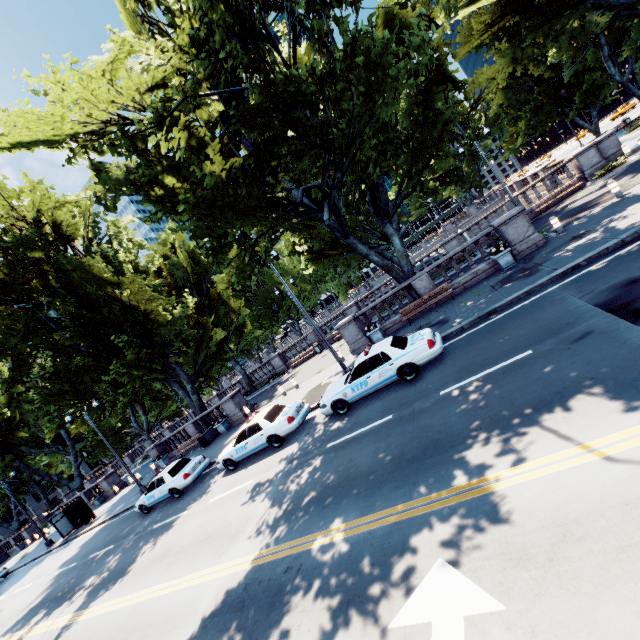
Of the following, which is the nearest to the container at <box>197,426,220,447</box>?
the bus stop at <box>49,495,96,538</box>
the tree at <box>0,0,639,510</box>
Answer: the tree at <box>0,0,639,510</box>

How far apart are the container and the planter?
21.9m

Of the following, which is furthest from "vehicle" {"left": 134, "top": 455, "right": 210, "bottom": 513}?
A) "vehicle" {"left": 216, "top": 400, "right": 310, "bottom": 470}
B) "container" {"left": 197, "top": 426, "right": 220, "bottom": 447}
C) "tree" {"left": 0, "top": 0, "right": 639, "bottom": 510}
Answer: "tree" {"left": 0, "top": 0, "right": 639, "bottom": 510}

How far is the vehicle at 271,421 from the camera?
13.30m

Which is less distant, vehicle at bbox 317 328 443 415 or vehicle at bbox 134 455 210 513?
vehicle at bbox 317 328 443 415

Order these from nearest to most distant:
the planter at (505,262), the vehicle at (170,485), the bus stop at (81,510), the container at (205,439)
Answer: the planter at (505,262) → the vehicle at (170,485) → the container at (205,439) → the bus stop at (81,510)

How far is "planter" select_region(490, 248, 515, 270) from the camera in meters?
15.1 m

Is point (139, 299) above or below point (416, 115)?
above
